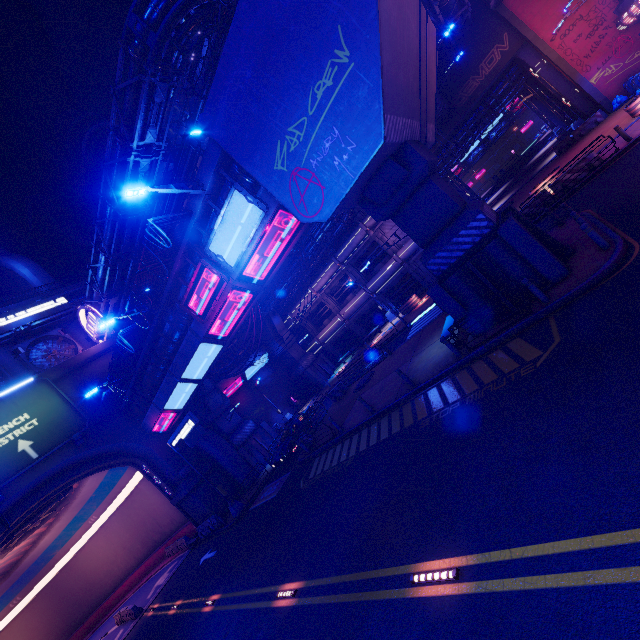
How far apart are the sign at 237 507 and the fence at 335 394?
9.4m

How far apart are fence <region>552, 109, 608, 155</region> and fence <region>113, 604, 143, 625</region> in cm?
5428

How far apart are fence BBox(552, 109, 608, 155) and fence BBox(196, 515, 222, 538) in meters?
44.3

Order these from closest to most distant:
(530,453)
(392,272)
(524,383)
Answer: (530,453) → (524,383) → (392,272)

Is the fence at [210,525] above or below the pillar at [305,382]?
below

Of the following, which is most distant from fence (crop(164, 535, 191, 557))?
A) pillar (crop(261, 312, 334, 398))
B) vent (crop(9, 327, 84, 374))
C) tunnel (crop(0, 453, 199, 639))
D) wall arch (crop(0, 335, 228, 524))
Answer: vent (crop(9, 327, 84, 374))

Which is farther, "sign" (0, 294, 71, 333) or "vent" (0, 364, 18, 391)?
"sign" (0, 294, 71, 333)

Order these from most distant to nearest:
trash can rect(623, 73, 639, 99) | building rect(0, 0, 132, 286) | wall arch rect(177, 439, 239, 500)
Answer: building rect(0, 0, 132, 286), wall arch rect(177, 439, 239, 500), trash can rect(623, 73, 639, 99)
